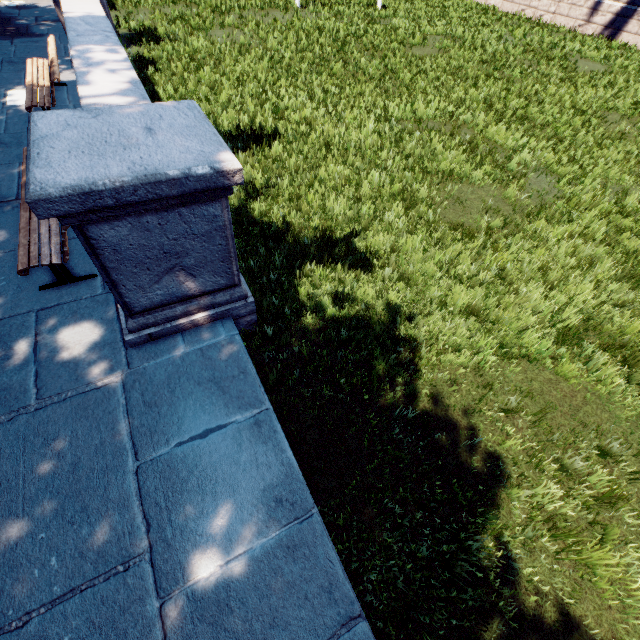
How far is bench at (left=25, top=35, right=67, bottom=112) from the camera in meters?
5.9

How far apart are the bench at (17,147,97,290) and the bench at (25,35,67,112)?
1.7m

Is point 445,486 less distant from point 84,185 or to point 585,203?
point 84,185

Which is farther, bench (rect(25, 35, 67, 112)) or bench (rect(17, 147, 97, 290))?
bench (rect(25, 35, 67, 112))

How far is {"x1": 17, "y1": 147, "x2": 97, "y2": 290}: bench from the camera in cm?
346

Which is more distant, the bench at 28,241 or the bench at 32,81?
the bench at 32,81

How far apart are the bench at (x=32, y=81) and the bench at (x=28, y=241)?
1.7m
